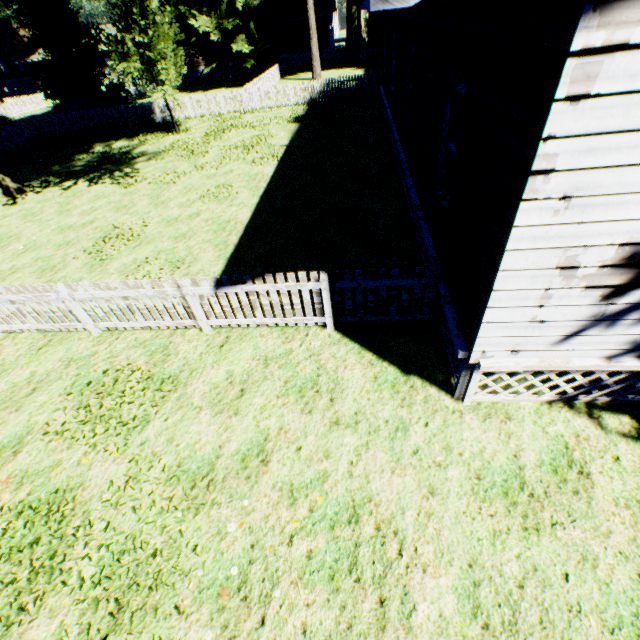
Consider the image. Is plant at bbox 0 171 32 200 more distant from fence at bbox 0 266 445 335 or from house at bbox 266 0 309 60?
house at bbox 266 0 309 60

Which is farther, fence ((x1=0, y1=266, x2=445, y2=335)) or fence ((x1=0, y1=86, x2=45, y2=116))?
fence ((x1=0, y1=86, x2=45, y2=116))

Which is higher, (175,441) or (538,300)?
(538,300)

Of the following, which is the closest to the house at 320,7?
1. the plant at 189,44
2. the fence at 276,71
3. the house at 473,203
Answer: the fence at 276,71

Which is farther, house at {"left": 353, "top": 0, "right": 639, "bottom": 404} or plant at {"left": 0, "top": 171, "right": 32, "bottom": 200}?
plant at {"left": 0, "top": 171, "right": 32, "bottom": 200}

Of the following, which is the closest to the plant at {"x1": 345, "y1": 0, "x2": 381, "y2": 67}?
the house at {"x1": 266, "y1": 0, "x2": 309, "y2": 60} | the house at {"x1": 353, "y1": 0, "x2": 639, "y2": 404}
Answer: the house at {"x1": 353, "y1": 0, "x2": 639, "y2": 404}

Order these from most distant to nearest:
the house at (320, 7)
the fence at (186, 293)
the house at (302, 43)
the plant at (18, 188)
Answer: the house at (302, 43) < the house at (320, 7) < the plant at (18, 188) < the fence at (186, 293)

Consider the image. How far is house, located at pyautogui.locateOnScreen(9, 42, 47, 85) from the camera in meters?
42.8
